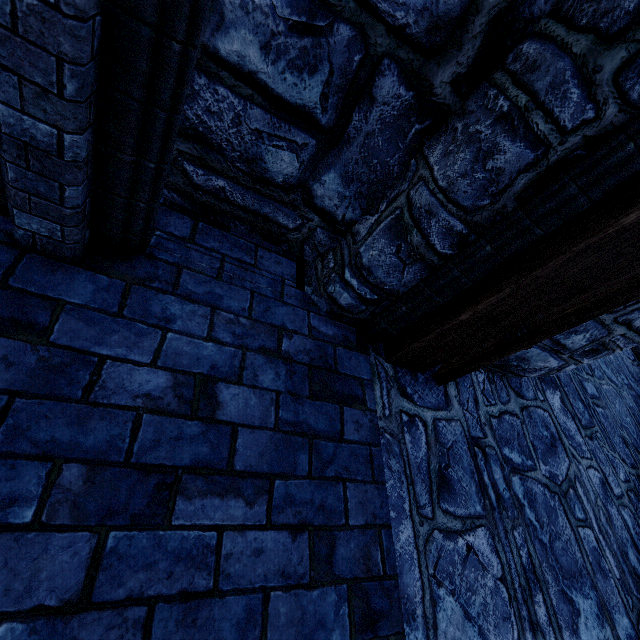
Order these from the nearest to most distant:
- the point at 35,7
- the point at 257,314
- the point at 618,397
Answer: the point at 35,7
the point at 257,314
the point at 618,397

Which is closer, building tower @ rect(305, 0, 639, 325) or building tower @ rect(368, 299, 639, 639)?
building tower @ rect(305, 0, 639, 325)

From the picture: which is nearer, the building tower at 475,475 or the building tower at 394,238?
the building tower at 394,238
